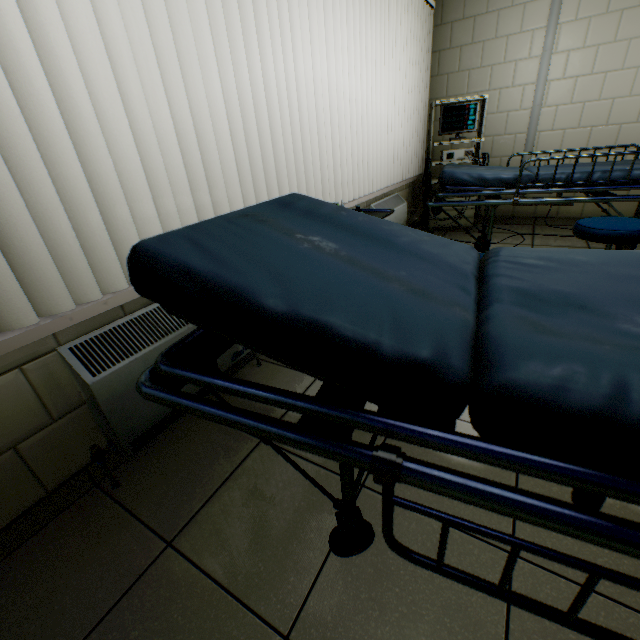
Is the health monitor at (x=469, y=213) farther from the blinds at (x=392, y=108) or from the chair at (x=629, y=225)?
the chair at (x=629, y=225)

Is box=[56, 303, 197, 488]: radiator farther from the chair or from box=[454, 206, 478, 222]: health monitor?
box=[454, 206, 478, 222]: health monitor

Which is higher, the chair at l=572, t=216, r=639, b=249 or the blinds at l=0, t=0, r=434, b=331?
the blinds at l=0, t=0, r=434, b=331

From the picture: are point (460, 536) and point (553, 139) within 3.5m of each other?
no

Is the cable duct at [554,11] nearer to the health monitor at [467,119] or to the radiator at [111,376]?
the health monitor at [467,119]

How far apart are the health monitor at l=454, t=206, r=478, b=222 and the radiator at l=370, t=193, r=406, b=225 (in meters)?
0.67

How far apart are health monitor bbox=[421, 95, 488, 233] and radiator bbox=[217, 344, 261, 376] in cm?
327

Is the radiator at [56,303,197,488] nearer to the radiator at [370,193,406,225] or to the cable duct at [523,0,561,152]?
the radiator at [370,193,406,225]
